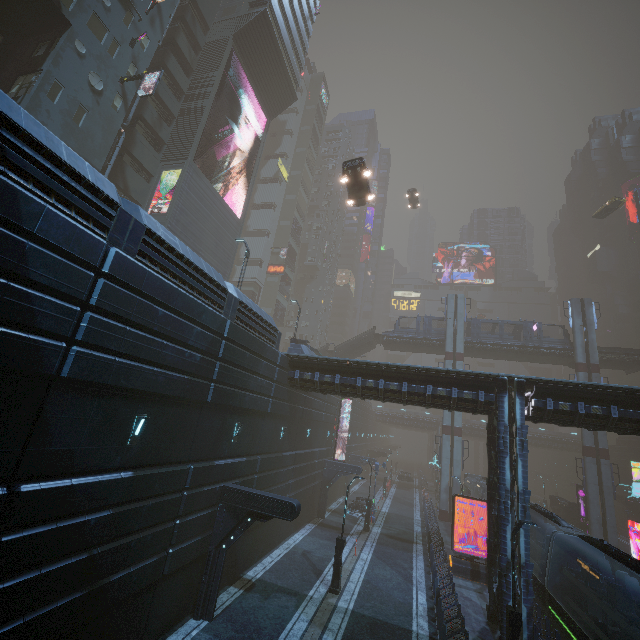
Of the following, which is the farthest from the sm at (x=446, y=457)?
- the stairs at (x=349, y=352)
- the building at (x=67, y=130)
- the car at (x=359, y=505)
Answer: the stairs at (x=349, y=352)

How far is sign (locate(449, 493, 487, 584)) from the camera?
20.8 meters

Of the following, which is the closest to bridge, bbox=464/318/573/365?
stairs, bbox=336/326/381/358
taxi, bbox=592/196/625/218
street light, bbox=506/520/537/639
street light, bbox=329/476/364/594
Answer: stairs, bbox=336/326/381/358

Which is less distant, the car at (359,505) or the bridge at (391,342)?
the car at (359,505)

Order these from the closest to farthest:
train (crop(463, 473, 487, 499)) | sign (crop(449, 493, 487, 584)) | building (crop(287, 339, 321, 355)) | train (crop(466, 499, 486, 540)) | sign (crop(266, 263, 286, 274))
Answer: sign (crop(449, 493, 487, 584)) → building (crop(287, 339, 321, 355)) → train (crop(466, 499, 486, 540)) → train (crop(463, 473, 487, 499)) → sign (crop(266, 263, 286, 274))

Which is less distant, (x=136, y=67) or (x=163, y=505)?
(x=163, y=505)

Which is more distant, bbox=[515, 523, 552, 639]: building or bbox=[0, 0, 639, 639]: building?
bbox=[515, 523, 552, 639]: building

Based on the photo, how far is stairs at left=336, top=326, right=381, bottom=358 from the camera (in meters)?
45.94
